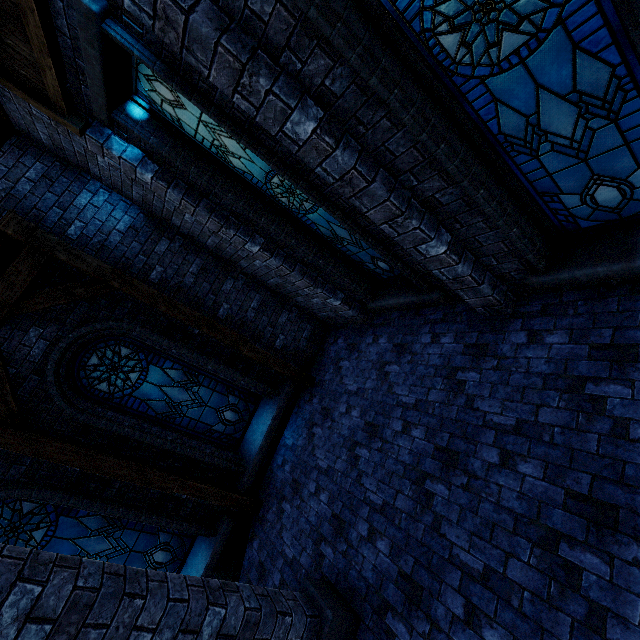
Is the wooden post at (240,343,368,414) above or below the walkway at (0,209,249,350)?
below

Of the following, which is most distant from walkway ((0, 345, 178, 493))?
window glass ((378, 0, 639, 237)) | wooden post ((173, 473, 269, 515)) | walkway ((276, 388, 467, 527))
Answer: window glass ((378, 0, 639, 237))

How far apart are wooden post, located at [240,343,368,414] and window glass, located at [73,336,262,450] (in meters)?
0.73

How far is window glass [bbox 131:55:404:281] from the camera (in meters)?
3.94

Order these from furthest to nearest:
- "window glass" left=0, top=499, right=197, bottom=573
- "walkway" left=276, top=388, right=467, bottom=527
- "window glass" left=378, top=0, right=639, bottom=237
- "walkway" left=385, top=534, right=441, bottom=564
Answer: "window glass" left=0, top=499, right=197, bottom=573 → "walkway" left=276, top=388, right=467, bottom=527 → "walkway" left=385, top=534, right=441, bottom=564 → "window glass" left=378, top=0, right=639, bottom=237

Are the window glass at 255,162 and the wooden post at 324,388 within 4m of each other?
yes

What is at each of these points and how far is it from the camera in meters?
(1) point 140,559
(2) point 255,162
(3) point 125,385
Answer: (1) window glass, 6.3
(2) window glass, 4.4
(3) window glass, 6.4

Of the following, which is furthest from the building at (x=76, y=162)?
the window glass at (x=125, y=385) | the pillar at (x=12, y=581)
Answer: the window glass at (x=125, y=385)
